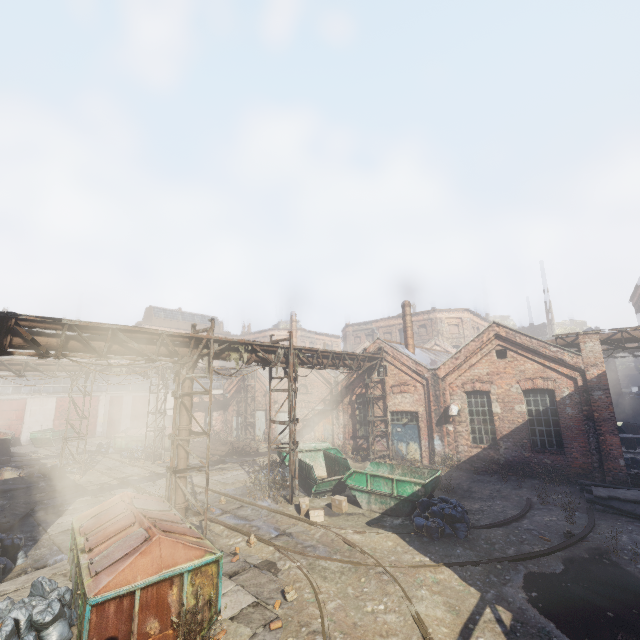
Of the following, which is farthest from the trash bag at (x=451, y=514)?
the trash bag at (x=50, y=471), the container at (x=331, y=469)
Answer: the trash bag at (x=50, y=471)

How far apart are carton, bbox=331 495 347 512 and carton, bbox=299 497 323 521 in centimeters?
65cm

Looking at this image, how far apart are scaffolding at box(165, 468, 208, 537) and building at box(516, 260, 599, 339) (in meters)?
45.11

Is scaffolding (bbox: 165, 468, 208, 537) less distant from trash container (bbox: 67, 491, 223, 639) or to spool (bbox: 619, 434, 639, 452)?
trash container (bbox: 67, 491, 223, 639)

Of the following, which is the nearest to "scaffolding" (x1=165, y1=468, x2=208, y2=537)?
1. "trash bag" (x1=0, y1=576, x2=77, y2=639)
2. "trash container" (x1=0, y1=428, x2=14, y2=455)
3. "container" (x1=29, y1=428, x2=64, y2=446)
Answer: "trash bag" (x1=0, y1=576, x2=77, y2=639)

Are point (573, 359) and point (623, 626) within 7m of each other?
no

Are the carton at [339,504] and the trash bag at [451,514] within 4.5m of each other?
yes

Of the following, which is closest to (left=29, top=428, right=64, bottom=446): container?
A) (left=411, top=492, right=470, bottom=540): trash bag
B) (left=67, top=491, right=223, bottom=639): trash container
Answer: (left=67, top=491, right=223, bottom=639): trash container
